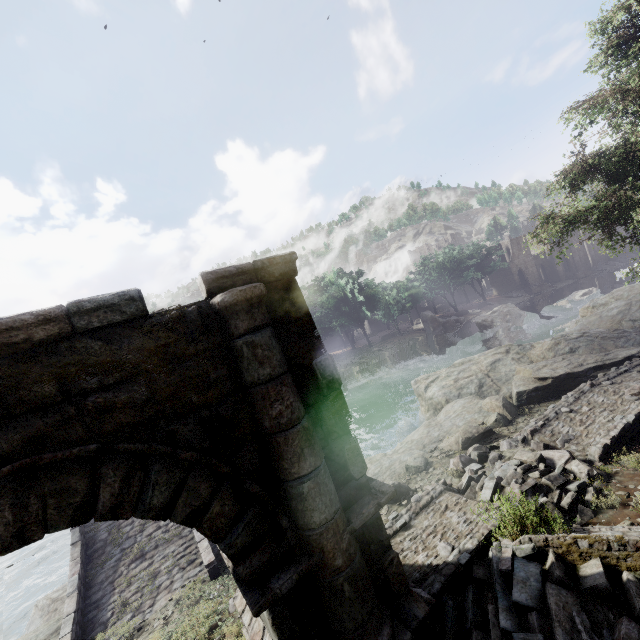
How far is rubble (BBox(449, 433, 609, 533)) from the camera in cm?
608

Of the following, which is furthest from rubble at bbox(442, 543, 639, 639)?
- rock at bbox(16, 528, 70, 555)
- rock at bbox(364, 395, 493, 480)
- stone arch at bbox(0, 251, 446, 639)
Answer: rock at bbox(16, 528, 70, 555)

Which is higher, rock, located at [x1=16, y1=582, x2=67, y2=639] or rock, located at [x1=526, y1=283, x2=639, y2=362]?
rock, located at [x1=526, y1=283, x2=639, y2=362]

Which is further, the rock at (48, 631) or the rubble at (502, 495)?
the rock at (48, 631)

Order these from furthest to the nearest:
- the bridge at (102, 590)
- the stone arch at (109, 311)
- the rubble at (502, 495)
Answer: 1. the bridge at (102, 590)
2. the rubble at (502, 495)
3. the stone arch at (109, 311)

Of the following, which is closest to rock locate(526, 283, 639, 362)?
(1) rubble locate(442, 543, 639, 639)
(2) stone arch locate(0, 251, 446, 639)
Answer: (2) stone arch locate(0, 251, 446, 639)

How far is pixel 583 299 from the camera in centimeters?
4247cm

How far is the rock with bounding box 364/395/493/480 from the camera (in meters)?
11.56
